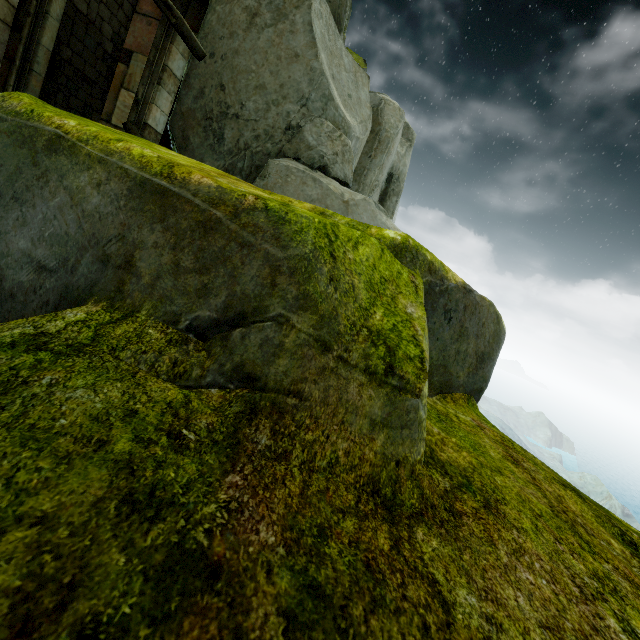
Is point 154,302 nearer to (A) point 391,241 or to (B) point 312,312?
(B) point 312,312

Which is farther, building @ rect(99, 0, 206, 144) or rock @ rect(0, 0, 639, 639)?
building @ rect(99, 0, 206, 144)

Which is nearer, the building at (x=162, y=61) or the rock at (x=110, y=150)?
the rock at (x=110, y=150)
